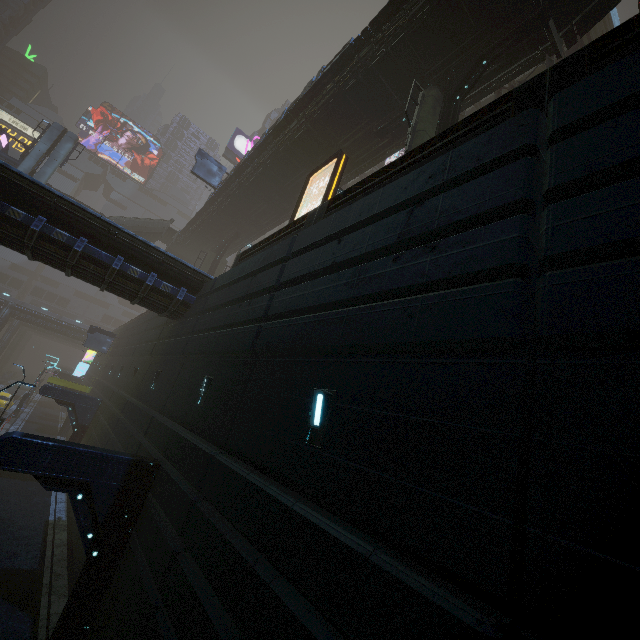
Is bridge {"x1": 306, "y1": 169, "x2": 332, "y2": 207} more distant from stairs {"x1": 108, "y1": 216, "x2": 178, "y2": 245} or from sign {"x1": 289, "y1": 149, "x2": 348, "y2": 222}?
sign {"x1": 289, "y1": 149, "x2": 348, "y2": 222}

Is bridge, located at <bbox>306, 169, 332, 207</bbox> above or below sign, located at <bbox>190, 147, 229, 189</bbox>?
below

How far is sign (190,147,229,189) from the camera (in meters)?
28.06

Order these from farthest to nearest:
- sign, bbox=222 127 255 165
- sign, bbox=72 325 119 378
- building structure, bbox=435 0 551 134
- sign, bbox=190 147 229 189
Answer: sign, bbox=222 127 255 165 → sign, bbox=72 325 119 378 → sign, bbox=190 147 229 189 → building structure, bbox=435 0 551 134

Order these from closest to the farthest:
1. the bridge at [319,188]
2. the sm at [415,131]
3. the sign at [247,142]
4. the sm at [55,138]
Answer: the sm at [415,131], the bridge at [319,188], the sm at [55,138], the sign at [247,142]

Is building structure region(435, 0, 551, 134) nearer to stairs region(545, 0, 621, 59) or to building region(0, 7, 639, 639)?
stairs region(545, 0, 621, 59)

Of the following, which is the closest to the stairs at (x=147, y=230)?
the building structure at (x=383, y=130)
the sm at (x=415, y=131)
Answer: the building structure at (x=383, y=130)

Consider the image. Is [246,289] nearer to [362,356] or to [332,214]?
[332,214]
